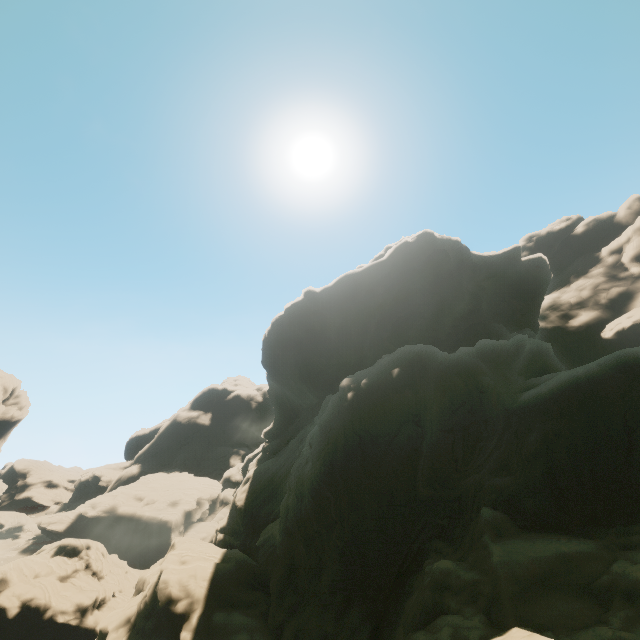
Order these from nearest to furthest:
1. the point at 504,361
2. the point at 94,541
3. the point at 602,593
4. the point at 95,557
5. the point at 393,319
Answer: the point at 602,593 → the point at 504,361 → the point at 95,557 → the point at 94,541 → the point at 393,319
